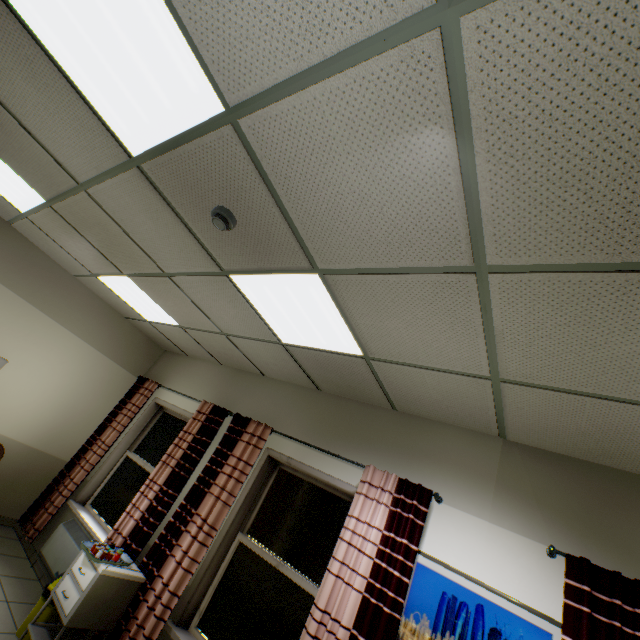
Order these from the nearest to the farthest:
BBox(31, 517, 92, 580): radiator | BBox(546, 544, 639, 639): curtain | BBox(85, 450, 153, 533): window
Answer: BBox(546, 544, 639, 639): curtain < BBox(31, 517, 92, 580): radiator < BBox(85, 450, 153, 533): window

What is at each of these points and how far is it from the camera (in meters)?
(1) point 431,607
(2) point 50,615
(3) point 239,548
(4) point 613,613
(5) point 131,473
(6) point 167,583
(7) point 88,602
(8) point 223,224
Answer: (1) picture, 2.31
(2) garbage can, 3.03
(3) window, 3.29
(4) curtain, 1.85
(5) window, 4.67
(6) curtain, 3.06
(7) cabinet, 2.76
(8) fire alarm, 2.08

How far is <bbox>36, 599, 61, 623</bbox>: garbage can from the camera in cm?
301

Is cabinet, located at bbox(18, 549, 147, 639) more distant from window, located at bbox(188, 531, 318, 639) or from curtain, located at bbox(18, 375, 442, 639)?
window, located at bbox(188, 531, 318, 639)

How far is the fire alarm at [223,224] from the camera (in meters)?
2.06

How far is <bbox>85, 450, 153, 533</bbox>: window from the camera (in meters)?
4.29

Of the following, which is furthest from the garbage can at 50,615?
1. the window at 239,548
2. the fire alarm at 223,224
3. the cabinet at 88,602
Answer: the fire alarm at 223,224

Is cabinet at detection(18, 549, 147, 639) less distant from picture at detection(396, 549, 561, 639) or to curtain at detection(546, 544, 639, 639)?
picture at detection(396, 549, 561, 639)
